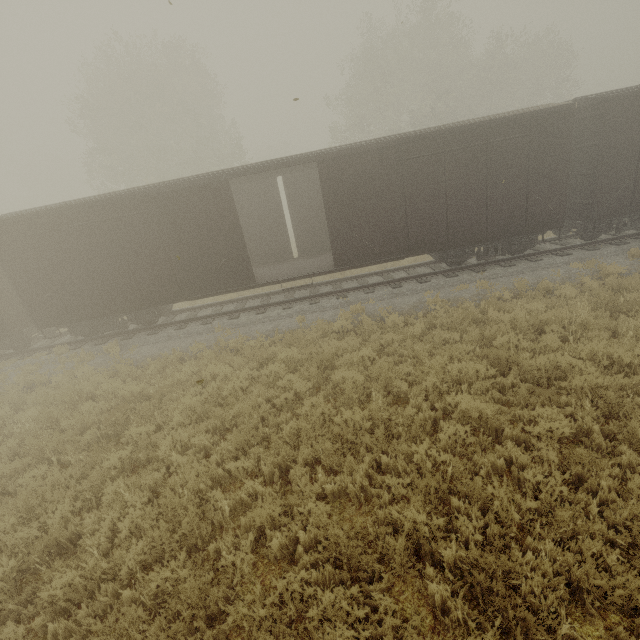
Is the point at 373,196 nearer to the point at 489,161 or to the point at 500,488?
the point at 489,161
